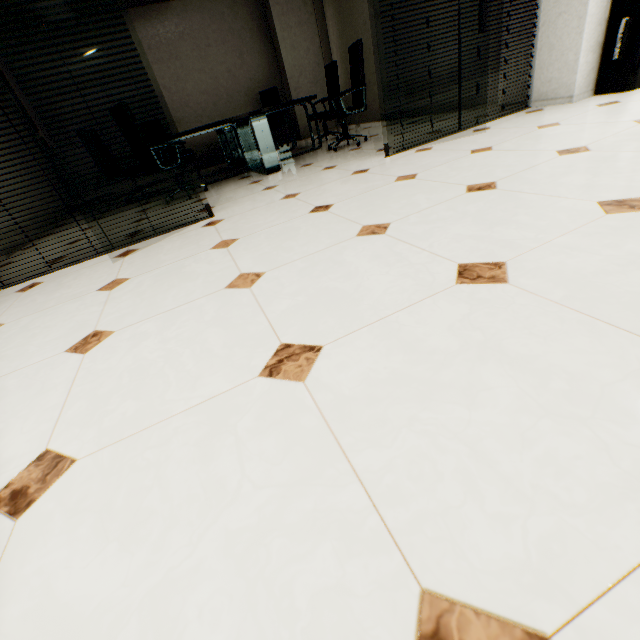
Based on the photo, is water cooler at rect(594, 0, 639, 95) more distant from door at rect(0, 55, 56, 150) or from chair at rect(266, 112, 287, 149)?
chair at rect(266, 112, 287, 149)

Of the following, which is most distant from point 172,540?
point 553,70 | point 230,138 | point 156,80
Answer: point 156,80

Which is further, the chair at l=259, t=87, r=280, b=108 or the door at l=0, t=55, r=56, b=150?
the chair at l=259, t=87, r=280, b=108

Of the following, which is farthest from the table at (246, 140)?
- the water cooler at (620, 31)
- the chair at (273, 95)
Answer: the water cooler at (620, 31)

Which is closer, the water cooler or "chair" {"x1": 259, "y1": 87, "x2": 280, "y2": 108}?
the water cooler

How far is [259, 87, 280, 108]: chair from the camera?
7.17m

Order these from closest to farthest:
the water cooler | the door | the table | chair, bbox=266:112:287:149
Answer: the door, the water cooler, the table, chair, bbox=266:112:287:149

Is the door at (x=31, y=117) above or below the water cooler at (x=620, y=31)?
above
